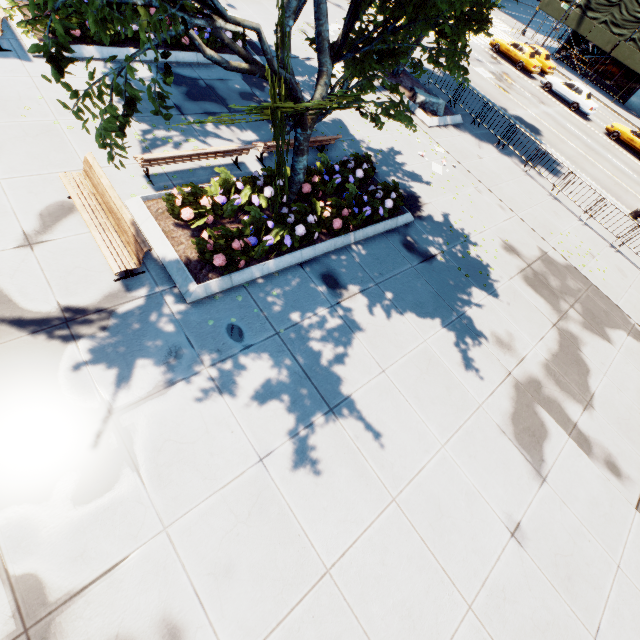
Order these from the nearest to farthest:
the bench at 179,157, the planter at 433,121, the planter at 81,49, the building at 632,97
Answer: the bench at 179,157
the planter at 81,49
the planter at 433,121
the building at 632,97

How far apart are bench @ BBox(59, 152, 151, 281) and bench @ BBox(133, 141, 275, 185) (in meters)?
0.95

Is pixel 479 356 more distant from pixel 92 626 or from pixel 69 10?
pixel 69 10

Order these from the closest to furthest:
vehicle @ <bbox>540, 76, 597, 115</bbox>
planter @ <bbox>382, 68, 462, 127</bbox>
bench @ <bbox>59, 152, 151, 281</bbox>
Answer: bench @ <bbox>59, 152, 151, 281</bbox>, planter @ <bbox>382, 68, 462, 127</bbox>, vehicle @ <bbox>540, 76, 597, 115</bbox>

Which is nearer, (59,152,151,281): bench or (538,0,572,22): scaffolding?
(59,152,151,281): bench

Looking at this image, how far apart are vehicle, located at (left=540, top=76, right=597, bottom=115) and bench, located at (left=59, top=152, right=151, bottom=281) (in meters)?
36.30

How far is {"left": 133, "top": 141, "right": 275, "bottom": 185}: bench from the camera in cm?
771

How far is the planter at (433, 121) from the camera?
15.7 meters
